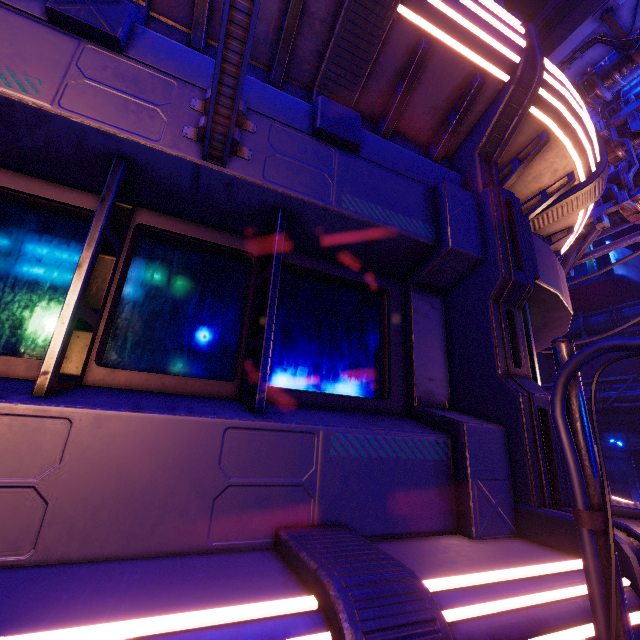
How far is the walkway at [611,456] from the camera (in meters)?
23.81

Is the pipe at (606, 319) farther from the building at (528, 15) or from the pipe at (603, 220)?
the pipe at (603, 220)

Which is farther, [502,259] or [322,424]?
[502,259]

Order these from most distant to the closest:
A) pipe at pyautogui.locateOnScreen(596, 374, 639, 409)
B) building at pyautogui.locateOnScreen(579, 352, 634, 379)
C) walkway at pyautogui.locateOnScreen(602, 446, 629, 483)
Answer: building at pyautogui.locateOnScreen(579, 352, 634, 379) → walkway at pyautogui.locateOnScreen(602, 446, 629, 483) → pipe at pyautogui.locateOnScreen(596, 374, 639, 409)

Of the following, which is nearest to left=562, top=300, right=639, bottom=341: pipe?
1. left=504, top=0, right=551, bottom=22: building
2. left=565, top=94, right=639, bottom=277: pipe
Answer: left=504, top=0, right=551, bottom=22: building

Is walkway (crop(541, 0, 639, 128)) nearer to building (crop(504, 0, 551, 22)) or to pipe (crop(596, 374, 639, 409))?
building (crop(504, 0, 551, 22))

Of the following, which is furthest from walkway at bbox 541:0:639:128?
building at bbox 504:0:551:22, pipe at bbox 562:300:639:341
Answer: building at bbox 504:0:551:22
